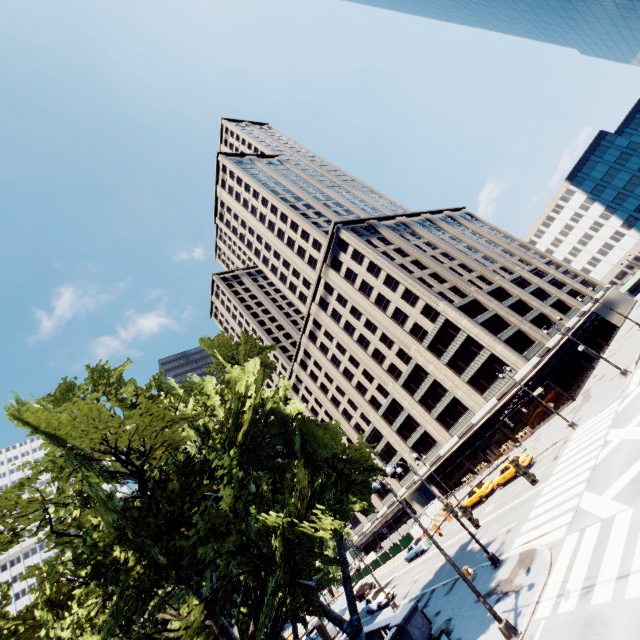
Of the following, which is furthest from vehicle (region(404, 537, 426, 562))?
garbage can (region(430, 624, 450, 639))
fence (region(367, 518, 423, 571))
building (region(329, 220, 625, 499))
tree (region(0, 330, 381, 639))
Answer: garbage can (region(430, 624, 450, 639))

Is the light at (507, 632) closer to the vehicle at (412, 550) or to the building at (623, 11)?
the vehicle at (412, 550)

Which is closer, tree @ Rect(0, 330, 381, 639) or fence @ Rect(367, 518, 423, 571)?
tree @ Rect(0, 330, 381, 639)

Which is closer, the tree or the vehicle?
the tree

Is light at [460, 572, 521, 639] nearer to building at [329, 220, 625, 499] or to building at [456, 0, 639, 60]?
building at [329, 220, 625, 499]

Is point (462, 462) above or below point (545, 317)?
below

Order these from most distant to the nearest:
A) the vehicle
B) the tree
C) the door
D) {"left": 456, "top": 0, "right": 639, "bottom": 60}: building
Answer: the door, {"left": 456, "top": 0, "right": 639, "bottom": 60}: building, the vehicle, the tree

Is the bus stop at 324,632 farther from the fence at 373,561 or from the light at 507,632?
the light at 507,632
